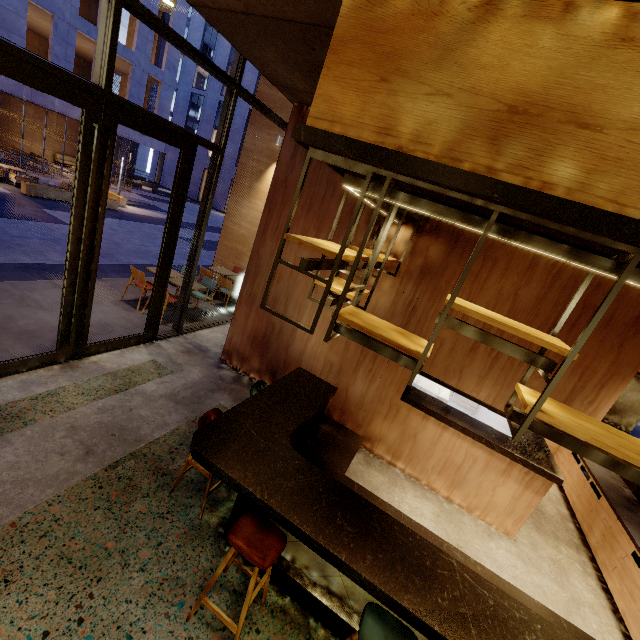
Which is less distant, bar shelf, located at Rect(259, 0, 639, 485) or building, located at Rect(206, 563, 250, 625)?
bar shelf, located at Rect(259, 0, 639, 485)

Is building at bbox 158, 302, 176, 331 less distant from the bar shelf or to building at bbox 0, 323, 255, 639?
building at bbox 0, 323, 255, 639

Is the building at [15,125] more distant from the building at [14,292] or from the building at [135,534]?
the building at [135,534]

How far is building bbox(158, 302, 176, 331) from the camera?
6.6 meters

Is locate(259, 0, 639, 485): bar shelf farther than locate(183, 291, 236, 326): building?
No

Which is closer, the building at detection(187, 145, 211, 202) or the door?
the door

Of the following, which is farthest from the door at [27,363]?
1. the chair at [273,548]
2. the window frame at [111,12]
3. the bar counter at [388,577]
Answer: the chair at [273,548]

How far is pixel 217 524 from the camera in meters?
3.3
